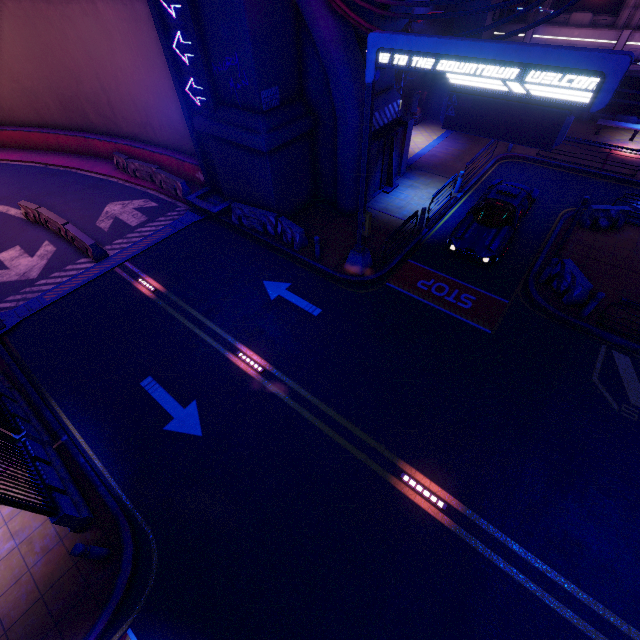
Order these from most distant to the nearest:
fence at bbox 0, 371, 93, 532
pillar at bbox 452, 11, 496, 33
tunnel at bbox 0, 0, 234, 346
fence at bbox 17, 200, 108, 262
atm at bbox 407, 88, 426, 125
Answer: atm at bbox 407, 88, 426, 125
pillar at bbox 452, 11, 496, 33
fence at bbox 17, 200, 108, 262
tunnel at bbox 0, 0, 234, 346
fence at bbox 0, 371, 93, 532

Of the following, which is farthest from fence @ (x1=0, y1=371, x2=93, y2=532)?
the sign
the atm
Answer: the atm

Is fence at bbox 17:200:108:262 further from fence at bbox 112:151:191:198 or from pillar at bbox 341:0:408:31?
pillar at bbox 341:0:408:31

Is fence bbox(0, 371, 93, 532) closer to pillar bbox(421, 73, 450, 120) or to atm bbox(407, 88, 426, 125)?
atm bbox(407, 88, 426, 125)

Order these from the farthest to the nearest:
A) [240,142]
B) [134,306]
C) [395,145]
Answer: [395,145] → [240,142] → [134,306]

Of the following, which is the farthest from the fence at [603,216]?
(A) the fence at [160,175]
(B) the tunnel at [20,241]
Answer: (A) the fence at [160,175]

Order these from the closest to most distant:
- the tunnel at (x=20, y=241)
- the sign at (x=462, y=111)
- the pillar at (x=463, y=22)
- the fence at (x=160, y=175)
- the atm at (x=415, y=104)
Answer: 1. the sign at (x=462, y=111)
2. the tunnel at (x=20, y=241)
3. the fence at (x=160, y=175)
4. the pillar at (x=463, y=22)
5. the atm at (x=415, y=104)

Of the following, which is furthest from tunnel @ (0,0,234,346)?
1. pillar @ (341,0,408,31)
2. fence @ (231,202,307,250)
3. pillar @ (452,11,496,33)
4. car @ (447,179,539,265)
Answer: pillar @ (452,11,496,33)
